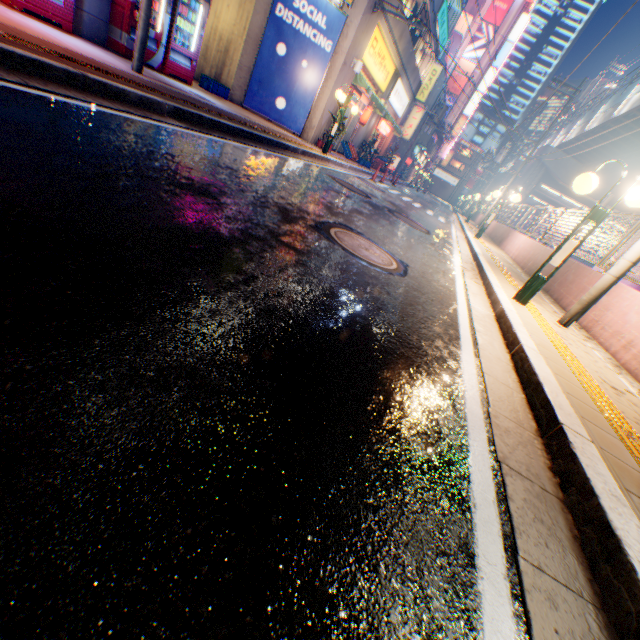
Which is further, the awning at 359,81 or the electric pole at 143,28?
the awning at 359,81

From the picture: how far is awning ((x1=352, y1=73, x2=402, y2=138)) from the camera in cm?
1472

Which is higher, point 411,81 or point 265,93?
point 411,81

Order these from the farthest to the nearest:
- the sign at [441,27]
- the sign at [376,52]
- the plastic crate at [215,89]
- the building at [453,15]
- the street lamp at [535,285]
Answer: the building at [453,15] → the sign at [441,27] → the sign at [376,52] → the plastic crate at [215,89] → the street lamp at [535,285]

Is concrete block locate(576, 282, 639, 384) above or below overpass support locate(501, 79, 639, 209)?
below

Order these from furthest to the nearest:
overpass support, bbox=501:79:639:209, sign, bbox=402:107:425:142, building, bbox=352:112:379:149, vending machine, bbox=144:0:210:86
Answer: sign, bbox=402:107:425:142
overpass support, bbox=501:79:639:209
building, bbox=352:112:379:149
vending machine, bbox=144:0:210:86

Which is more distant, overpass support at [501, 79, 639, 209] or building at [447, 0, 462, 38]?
building at [447, 0, 462, 38]

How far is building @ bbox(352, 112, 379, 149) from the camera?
20.1 meters
